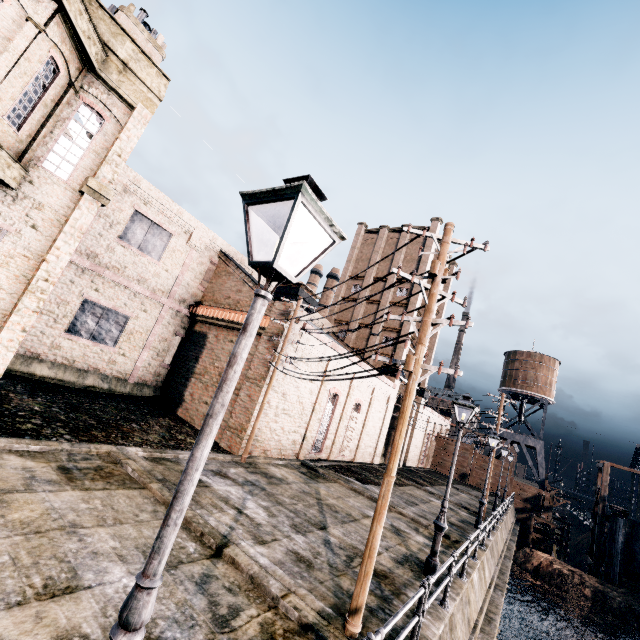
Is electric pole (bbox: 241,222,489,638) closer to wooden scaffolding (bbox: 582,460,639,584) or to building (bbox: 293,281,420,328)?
building (bbox: 293,281,420,328)

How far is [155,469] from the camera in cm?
1116

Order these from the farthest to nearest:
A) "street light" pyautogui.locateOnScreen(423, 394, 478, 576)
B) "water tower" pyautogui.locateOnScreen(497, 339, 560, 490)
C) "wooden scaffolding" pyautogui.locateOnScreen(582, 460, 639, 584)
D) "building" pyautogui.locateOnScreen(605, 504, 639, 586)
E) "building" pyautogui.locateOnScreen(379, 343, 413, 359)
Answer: "water tower" pyautogui.locateOnScreen(497, 339, 560, 490), "building" pyautogui.locateOnScreen(379, 343, 413, 359), "wooden scaffolding" pyautogui.locateOnScreen(582, 460, 639, 584), "building" pyautogui.locateOnScreen(605, 504, 639, 586), "street light" pyautogui.locateOnScreen(423, 394, 478, 576)

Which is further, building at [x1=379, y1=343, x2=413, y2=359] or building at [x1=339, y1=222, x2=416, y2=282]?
building at [x1=339, y1=222, x2=416, y2=282]

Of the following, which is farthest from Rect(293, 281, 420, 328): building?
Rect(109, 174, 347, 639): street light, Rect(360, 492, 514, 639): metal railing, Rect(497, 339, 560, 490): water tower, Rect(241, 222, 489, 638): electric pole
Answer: Rect(360, 492, 514, 639): metal railing

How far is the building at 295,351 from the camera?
20.2m

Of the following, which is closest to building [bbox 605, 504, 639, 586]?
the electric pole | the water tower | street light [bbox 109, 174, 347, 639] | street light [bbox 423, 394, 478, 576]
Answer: the water tower
